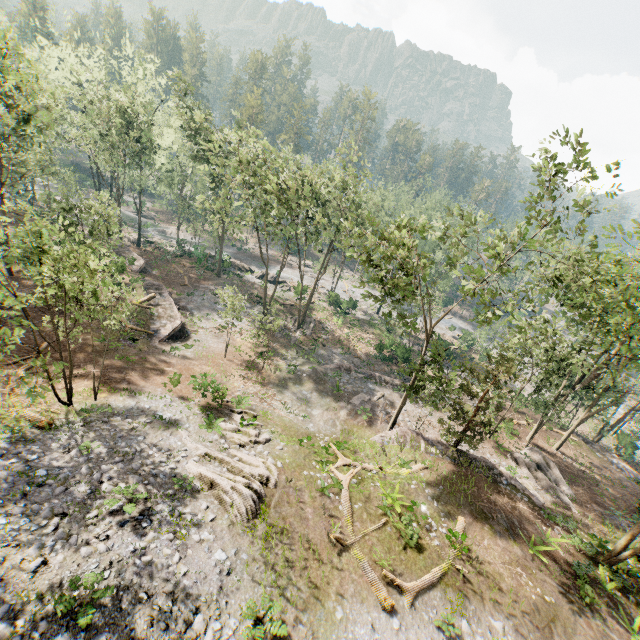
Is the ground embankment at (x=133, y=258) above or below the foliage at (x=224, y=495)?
below

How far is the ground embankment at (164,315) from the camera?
28.2 meters

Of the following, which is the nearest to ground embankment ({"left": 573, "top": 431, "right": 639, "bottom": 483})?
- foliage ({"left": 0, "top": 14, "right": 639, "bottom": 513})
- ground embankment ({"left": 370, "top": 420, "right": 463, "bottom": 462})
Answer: foliage ({"left": 0, "top": 14, "right": 639, "bottom": 513})

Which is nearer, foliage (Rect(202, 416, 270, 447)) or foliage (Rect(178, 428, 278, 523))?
foliage (Rect(178, 428, 278, 523))

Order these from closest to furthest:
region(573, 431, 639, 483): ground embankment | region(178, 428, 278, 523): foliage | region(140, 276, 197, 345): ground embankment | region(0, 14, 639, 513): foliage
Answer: region(178, 428, 278, 523): foliage, region(0, 14, 639, 513): foliage, region(140, 276, 197, 345): ground embankment, region(573, 431, 639, 483): ground embankment

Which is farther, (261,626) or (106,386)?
(106,386)

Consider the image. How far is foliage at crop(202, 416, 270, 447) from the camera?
18.0 meters
